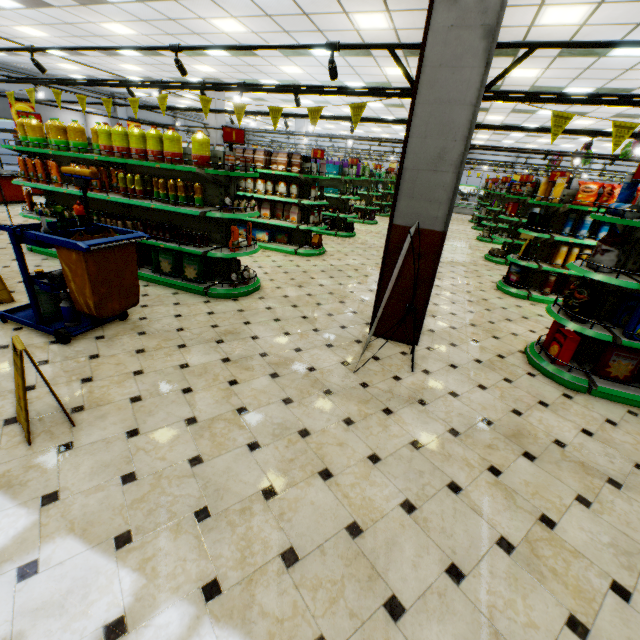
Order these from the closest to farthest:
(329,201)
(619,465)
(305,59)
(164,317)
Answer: (619,465) → (164,317) → (305,59) → (329,201)

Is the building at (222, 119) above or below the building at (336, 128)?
below

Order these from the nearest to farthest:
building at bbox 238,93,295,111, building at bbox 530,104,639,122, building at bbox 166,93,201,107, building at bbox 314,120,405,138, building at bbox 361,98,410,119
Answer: building at bbox 530,104,639,122 → building at bbox 361,98,410,119 → building at bbox 238,93,295,111 → building at bbox 166,93,201,107 → building at bbox 314,120,405,138

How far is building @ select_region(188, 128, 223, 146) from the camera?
14.12m

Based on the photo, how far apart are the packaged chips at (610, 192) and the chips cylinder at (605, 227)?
0.3m

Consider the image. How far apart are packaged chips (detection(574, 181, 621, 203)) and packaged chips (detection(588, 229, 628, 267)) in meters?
3.1 m

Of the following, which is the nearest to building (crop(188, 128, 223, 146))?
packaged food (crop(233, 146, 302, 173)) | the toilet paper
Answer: the toilet paper
